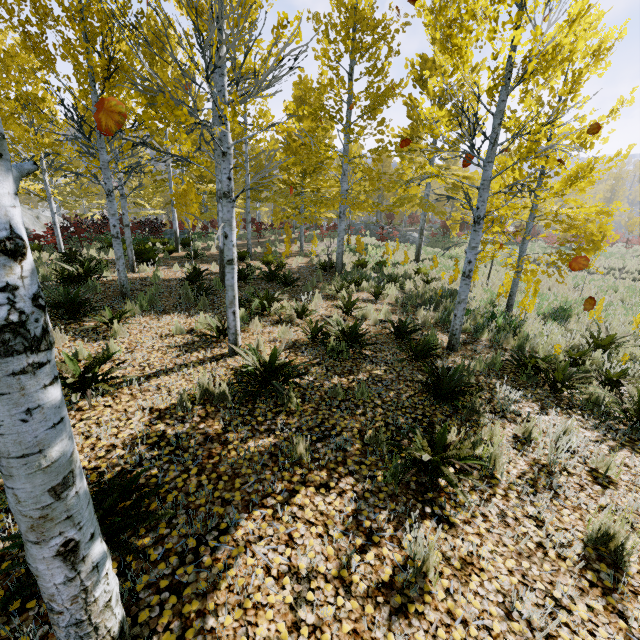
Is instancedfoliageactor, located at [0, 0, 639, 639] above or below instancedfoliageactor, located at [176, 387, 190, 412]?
above

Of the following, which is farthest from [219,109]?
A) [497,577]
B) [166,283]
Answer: [166,283]

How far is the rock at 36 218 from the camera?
18.6m

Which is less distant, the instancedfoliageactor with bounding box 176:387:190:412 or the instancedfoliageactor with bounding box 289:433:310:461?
the instancedfoliageactor with bounding box 289:433:310:461

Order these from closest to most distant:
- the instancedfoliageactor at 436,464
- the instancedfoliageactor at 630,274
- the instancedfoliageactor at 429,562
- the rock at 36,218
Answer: → the instancedfoliageactor at 429,562 → the instancedfoliageactor at 436,464 → the instancedfoliageactor at 630,274 → the rock at 36,218

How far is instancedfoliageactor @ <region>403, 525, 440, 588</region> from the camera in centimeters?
223cm

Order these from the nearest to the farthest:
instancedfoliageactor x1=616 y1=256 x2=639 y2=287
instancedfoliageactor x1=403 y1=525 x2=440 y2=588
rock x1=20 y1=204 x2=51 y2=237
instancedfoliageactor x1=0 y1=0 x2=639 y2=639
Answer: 1. instancedfoliageactor x1=0 y1=0 x2=639 y2=639
2. instancedfoliageactor x1=403 y1=525 x2=440 y2=588
3. instancedfoliageactor x1=616 y1=256 x2=639 y2=287
4. rock x1=20 y1=204 x2=51 y2=237
